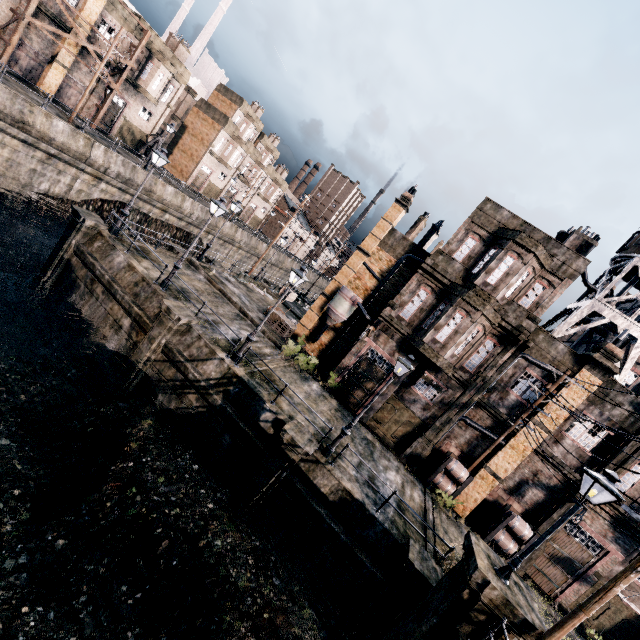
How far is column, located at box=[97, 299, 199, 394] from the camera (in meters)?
15.62

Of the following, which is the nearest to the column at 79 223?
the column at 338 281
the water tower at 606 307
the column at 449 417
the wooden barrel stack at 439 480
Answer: the column at 338 281

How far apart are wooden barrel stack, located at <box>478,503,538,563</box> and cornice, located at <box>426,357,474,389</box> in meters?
7.0

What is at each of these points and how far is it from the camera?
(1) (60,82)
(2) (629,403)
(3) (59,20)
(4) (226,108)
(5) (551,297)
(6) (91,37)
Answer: (1) building, 32.5 meters
(2) building, 17.7 meters
(3) building, 29.8 meters
(4) building, 51.1 meters
(5) building, 19.1 meters
(6) building, 32.4 meters

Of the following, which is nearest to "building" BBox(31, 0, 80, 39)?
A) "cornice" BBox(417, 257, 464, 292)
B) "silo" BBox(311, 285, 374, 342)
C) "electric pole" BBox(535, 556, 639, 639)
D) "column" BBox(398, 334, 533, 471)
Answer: "silo" BBox(311, 285, 374, 342)

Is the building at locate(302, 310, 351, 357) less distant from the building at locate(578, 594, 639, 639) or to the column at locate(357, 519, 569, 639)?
the building at locate(578, 594, 639, 639)

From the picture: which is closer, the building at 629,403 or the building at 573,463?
the building at 629,403

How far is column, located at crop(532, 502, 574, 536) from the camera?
18.0 meters
